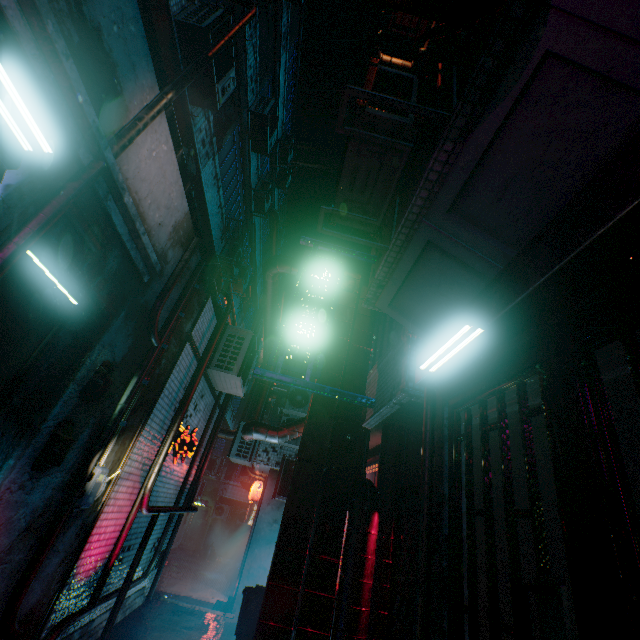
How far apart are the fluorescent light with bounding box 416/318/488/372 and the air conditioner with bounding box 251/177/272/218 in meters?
9.4 m

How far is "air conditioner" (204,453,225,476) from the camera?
15.5m

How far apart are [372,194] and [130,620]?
6.5 meters

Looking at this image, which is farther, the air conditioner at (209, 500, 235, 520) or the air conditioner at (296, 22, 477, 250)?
the air conditioner at (209, 500, 235, 520)

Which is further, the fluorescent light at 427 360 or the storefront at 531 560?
the fluorescent light at 427 360

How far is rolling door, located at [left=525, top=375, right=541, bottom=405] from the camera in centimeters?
180cm

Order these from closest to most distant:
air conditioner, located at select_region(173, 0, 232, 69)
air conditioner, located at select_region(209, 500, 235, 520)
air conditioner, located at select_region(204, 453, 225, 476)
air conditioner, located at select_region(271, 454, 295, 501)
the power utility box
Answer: the power utility box, air conditioner, located at select_region(173, 0, 232, 69), air conditioner, located at select_region(271, 454, 295, 501), air conditioner, located at select_region(204, 453, 225, 476), air conditioner, located at select_region(209, 500, 235, 520)

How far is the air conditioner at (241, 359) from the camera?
5.5m
